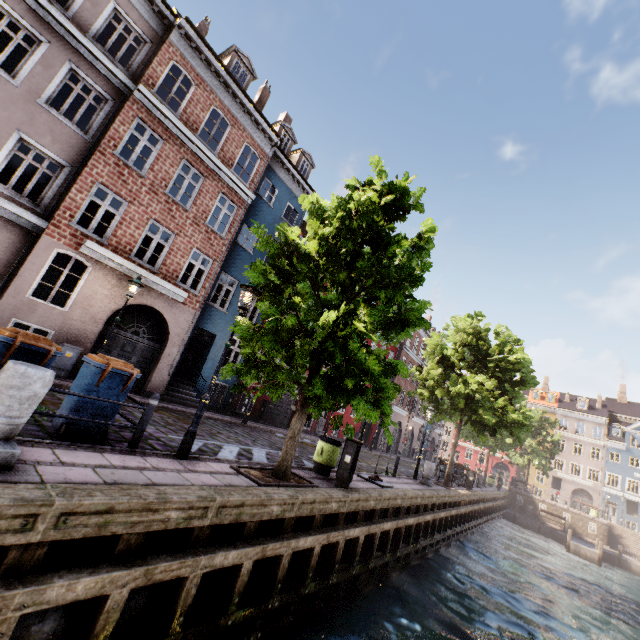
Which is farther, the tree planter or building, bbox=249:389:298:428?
building, bbox=249:389:298:428

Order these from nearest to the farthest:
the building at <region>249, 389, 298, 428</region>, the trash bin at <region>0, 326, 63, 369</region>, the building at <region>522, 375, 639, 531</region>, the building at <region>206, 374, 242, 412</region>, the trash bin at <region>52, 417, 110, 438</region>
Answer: the trash bin at <region>0, 326, 63, 369</region> → the trash bin at <region>52, 417, 110, 438</region> → the building at <region>206, 374, 242, 412</region> → the building at <region>249, 389, 298, 428</region> → the building at <region>522, 375, 639, 531</region>

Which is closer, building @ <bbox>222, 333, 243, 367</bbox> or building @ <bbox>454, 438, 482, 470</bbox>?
building @ <bbox>222, 333, 243, 367</bbox>

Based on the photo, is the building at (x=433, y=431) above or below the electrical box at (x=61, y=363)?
above

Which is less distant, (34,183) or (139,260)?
(34,183)

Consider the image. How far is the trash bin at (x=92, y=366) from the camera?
5.5m

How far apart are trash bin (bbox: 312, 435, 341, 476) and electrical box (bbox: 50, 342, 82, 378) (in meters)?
8.45

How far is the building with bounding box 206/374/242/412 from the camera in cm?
1611
